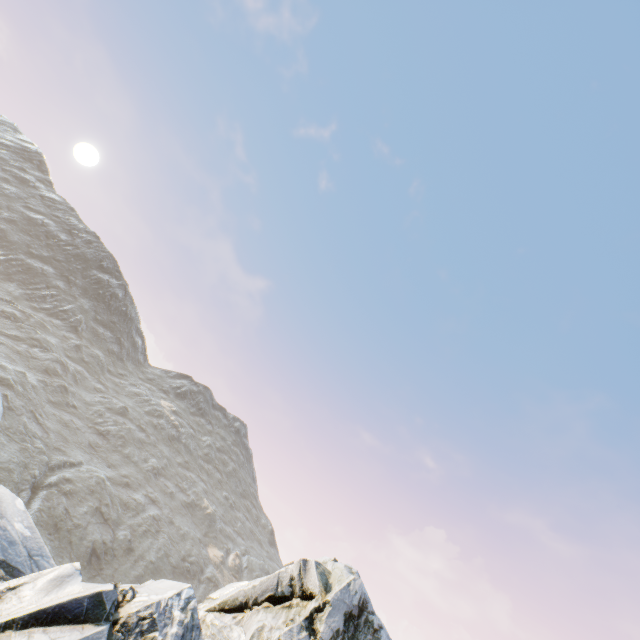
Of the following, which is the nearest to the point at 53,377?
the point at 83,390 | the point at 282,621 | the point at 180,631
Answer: the point at 83,390
